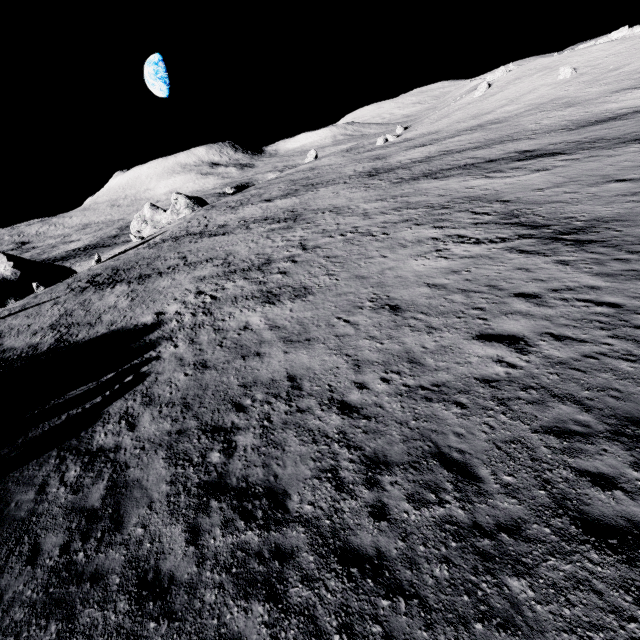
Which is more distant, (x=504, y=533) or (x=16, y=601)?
(x=16, y=601)
